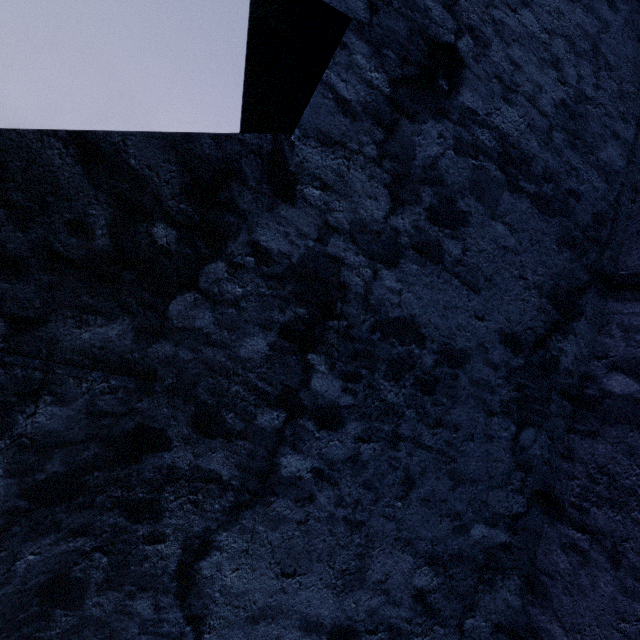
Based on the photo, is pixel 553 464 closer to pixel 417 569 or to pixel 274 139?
pixel 417 569
